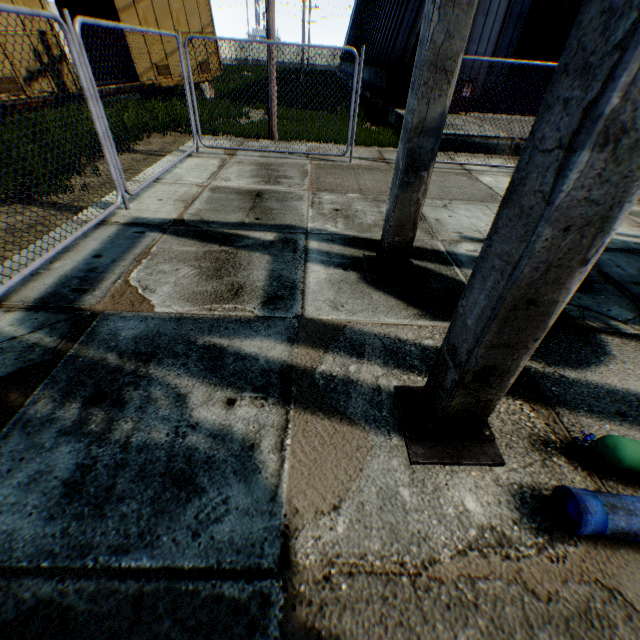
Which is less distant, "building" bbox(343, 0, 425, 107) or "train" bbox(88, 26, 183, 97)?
"train" bbox(88, 26, 183, 97)

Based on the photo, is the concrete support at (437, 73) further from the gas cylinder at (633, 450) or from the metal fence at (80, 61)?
the metal fence at (80, 61)

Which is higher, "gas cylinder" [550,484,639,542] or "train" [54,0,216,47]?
"train" [54,0,216,47]

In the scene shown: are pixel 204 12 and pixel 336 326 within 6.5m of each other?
no

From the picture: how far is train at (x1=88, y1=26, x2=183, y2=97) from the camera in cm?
1234

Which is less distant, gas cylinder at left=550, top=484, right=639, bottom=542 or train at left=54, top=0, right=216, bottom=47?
gas cylinder at left=550, top=484, right=639, bottom=542

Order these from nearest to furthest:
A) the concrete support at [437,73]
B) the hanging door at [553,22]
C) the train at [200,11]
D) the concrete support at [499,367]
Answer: the concrete support at [499,367], the concrete support at [437,73], the train at [200,11], the hanging door at [553,22]

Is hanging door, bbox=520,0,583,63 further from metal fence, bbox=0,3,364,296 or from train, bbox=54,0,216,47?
train, bbox=54,0,216,47
